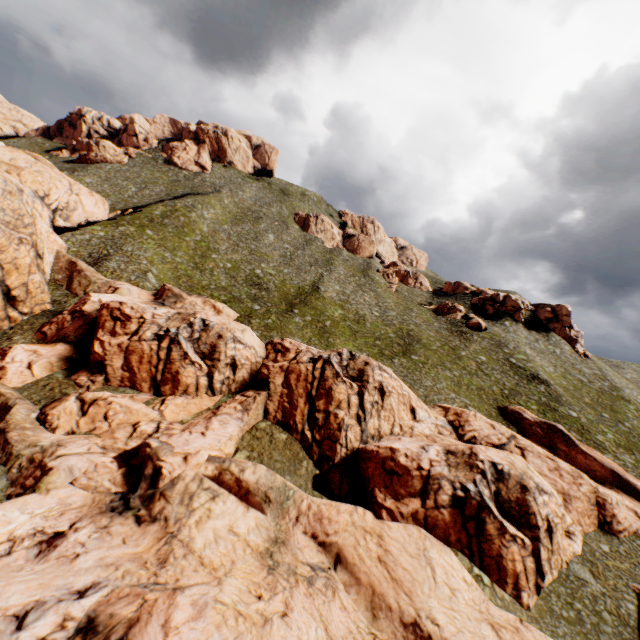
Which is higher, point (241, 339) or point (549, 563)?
point (241, 339)
